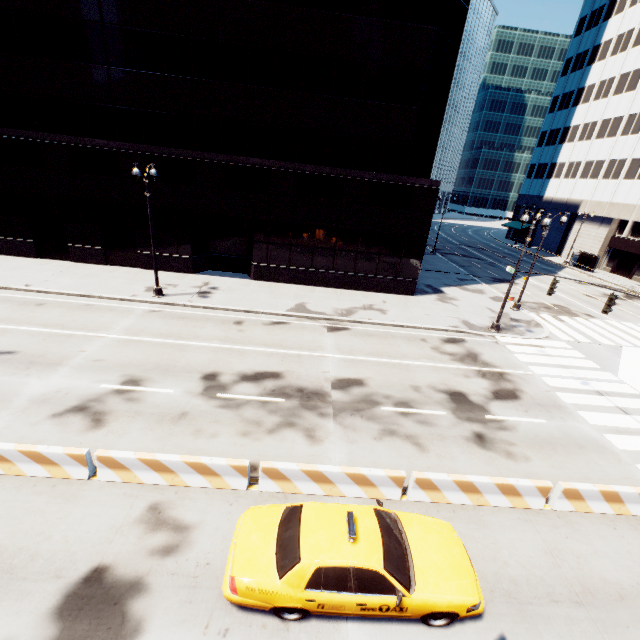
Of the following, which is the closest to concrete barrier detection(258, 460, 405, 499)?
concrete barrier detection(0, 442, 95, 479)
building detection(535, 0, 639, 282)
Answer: concrete barrier detection(0, 442, 95, 479)

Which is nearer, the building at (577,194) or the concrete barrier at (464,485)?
the concrete barrier at (464,485)

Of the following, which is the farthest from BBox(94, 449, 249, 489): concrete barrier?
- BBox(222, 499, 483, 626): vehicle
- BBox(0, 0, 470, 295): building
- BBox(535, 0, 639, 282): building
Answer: BBox(535, 0, 639, 282): building

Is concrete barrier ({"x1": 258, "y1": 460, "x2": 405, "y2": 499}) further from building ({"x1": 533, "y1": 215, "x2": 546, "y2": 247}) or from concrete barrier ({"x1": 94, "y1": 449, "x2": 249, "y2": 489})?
building ({"x1": 533, "y1": 215, "x2": 546, "y2": 247})

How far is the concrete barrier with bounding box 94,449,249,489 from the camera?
8.4m

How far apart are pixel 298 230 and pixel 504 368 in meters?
15.8 m

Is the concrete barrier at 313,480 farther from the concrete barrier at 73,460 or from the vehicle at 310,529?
the concrete barrier at 73,460

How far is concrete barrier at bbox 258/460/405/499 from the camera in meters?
8.6 m
